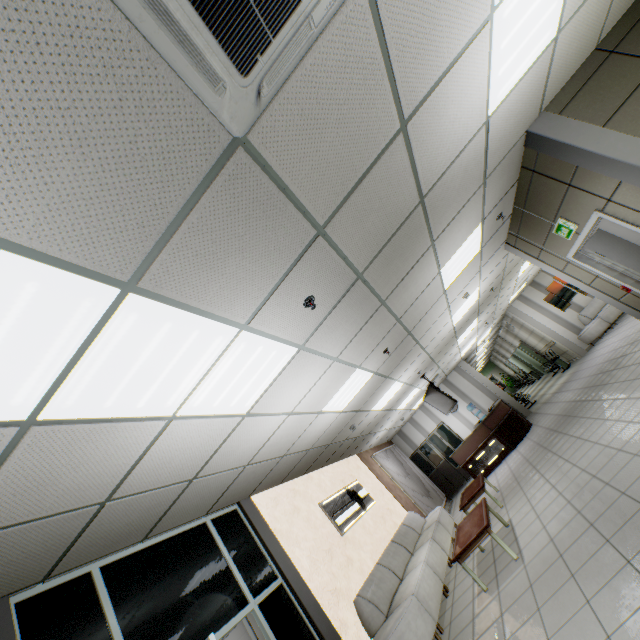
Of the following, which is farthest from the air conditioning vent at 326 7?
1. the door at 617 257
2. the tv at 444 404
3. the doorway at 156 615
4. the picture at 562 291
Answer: the picture at 562 291

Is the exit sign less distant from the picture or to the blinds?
the blinds

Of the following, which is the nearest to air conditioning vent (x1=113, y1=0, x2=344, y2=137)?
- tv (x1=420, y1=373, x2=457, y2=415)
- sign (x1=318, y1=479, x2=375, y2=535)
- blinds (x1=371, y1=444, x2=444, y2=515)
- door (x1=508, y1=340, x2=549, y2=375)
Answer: sign (x1=318, y1=479, x2=375, y2=535)

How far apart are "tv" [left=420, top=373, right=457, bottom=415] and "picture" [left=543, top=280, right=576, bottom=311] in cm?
782

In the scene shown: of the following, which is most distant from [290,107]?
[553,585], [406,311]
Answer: [553,585]

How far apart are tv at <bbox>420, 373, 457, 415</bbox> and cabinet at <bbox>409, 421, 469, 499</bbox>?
4.3 meters

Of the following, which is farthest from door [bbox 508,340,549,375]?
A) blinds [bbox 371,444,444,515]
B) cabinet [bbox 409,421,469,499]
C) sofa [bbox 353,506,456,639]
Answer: sofa [bbox 353,506,456,639]

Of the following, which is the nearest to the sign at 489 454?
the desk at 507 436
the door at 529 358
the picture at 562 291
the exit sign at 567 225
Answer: the desk at 507 436
